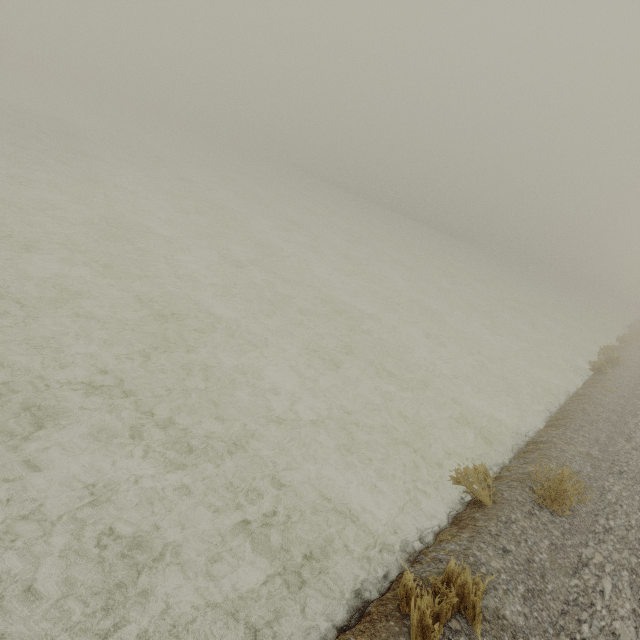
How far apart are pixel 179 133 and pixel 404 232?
40.90m
